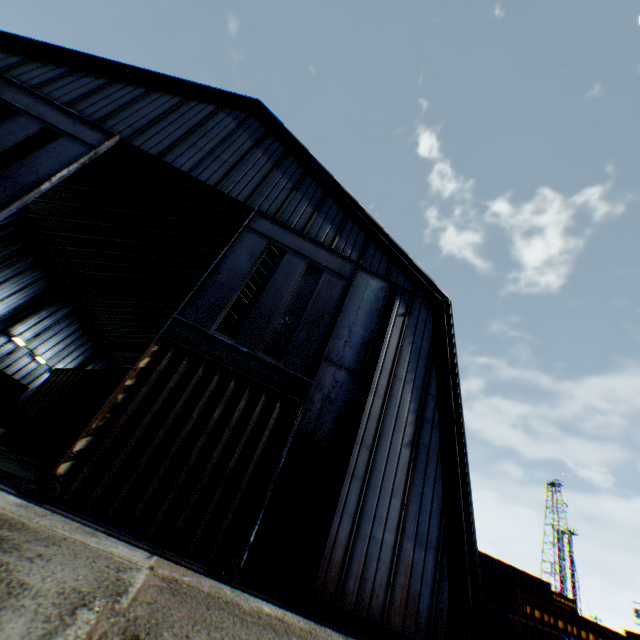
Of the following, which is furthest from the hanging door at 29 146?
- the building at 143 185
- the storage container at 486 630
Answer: the storage container at 486 630

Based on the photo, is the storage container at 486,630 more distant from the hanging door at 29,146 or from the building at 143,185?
the hanging door at 29,146

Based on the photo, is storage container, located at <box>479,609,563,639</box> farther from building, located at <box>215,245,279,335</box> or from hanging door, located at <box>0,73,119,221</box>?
hanging door, located at <box>0,73,119,221</box>

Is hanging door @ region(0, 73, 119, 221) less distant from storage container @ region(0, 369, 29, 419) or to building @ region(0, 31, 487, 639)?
building @ region(0, 31, 487, 639)

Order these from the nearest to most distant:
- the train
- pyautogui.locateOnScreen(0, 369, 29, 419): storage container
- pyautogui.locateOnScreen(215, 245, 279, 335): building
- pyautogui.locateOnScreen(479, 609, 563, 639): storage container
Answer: pyautogui.locateOnScreen(479, 609, 563, 639): storage container → the train → pyautogui.locateOnScreen(0, 369, 29, 419): storage container → pyautogui.locateOnScreen(215, 245, 279, 335): building

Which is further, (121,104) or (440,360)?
(121,104)

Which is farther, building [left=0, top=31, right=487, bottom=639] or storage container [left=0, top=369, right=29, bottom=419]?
storage container [left=0, top=369, right=29, bottom=419]
